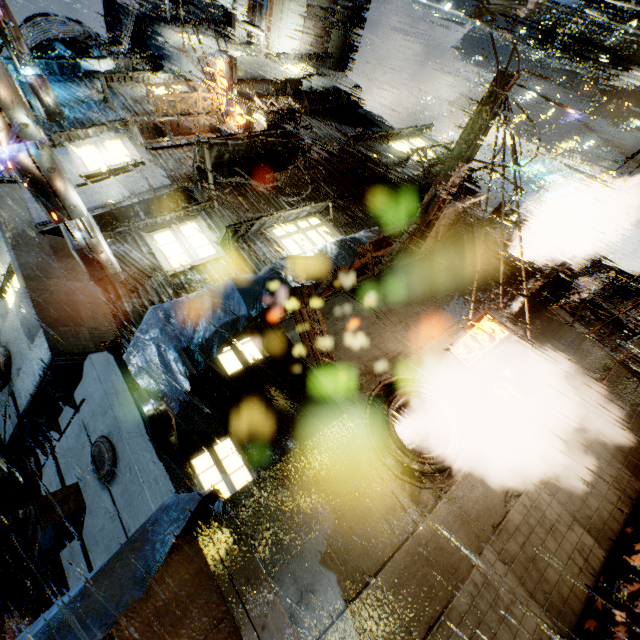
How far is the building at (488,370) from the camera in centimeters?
916cm

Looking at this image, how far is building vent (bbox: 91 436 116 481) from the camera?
6.7m

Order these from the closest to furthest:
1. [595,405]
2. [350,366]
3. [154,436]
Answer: [154,436], [350,366], [595,405]

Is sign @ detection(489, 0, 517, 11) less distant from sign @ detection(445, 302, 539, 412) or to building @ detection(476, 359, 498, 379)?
building @ detection(476, 359, 498, 379)

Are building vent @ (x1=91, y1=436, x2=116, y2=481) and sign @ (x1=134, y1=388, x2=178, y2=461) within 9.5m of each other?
yes

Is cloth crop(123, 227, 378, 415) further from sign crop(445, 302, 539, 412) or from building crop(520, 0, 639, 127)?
sign crop(445, 302, 539, 412)

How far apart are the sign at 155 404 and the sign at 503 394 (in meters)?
6.83

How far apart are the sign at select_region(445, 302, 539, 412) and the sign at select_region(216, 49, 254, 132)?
11.8m
